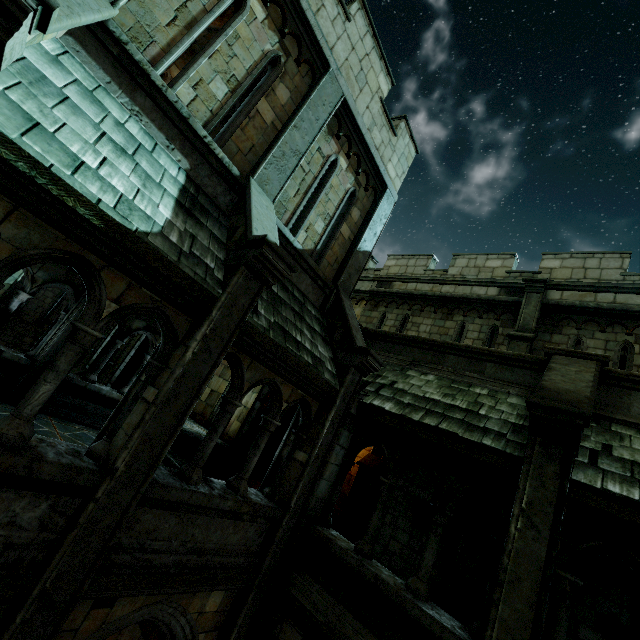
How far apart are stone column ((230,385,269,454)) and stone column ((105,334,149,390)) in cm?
450

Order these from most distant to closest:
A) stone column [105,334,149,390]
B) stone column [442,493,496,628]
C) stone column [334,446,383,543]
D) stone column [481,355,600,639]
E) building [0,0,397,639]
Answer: stone column [105,334,149,390] → stone column [334,446,383,543] → stone column [442,493,496,628] → stone column [481,355,600,639] → building [0,0,397,639]

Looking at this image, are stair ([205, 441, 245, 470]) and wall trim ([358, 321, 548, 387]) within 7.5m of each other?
yes

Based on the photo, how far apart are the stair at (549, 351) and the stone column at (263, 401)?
8.9 meters

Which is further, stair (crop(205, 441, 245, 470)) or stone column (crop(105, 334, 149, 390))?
stone column (crop(105, 334, 149, 390))

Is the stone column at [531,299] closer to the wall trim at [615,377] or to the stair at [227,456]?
the wall trim at [615,377]

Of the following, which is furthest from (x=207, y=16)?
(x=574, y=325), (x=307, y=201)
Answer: (x=574, y=325)

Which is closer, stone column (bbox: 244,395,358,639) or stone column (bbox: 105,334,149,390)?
stone column (bbox: 244,395,358,639)
